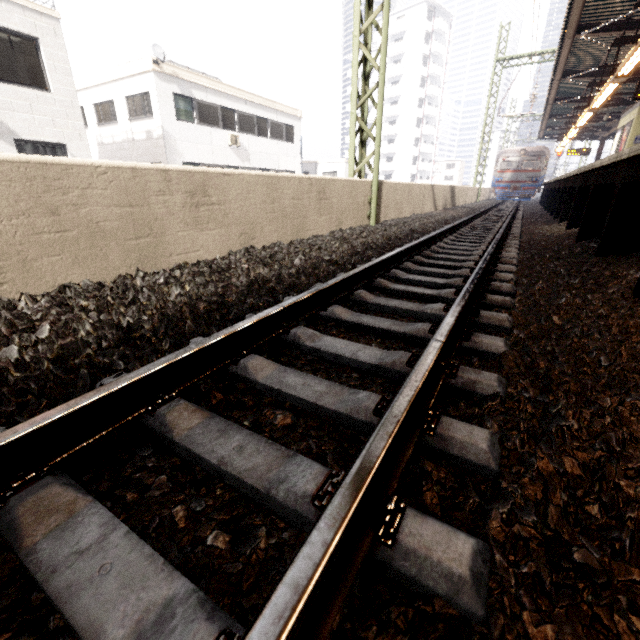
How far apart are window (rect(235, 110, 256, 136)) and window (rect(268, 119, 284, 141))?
1.06m

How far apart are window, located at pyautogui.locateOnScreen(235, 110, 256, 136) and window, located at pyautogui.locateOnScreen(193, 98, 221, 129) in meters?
1.1 m

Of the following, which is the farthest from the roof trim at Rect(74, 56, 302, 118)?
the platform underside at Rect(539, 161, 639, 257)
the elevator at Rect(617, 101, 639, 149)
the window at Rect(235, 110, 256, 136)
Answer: the elevator at Rect(617, 101, 639, 149)

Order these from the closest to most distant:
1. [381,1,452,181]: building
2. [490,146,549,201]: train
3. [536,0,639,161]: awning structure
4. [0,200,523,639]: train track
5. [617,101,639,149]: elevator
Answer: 1. [0,200,523,639]: train track
2. [536,0,639,161]: awning structure
3. [617,101,639,149]: elevator
4. [490,146,549,201]: train
5. [381,1,452,181]: building

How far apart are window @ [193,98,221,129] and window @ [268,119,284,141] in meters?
4.1

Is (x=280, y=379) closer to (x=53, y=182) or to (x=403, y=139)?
(x=53, y=182)

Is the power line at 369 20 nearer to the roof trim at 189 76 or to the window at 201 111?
the roof trim at 189 76

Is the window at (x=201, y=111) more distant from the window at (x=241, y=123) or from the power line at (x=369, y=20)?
the power line at (x=369, y=20)
